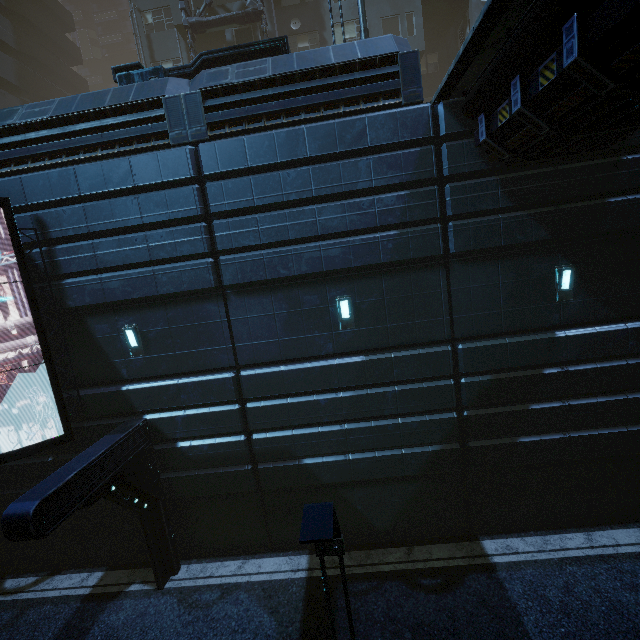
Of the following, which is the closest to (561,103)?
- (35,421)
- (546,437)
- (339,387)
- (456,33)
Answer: (339,387)

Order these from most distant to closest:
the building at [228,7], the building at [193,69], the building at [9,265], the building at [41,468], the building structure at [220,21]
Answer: the building at [228,7] < the building structure at [220,21] < the building at [9,265] < the building at [193,69] < the building at [41,468]

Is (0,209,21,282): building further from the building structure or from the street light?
the street light

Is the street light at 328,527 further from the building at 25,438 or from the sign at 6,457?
the sign at 6,457

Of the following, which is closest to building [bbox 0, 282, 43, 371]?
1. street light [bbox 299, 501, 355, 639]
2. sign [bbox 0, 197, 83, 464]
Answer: sign [bbox 0, 197, 83, 464]

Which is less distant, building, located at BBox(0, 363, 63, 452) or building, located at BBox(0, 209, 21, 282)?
building, located at BBox(0, 209, 21, 282)
